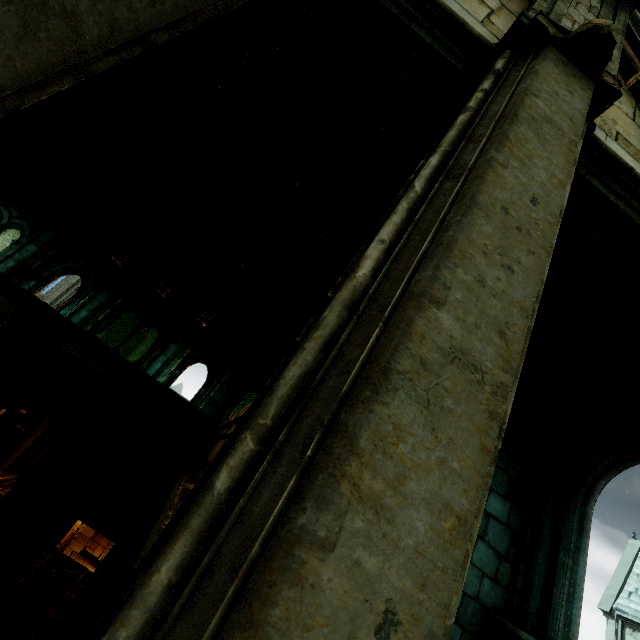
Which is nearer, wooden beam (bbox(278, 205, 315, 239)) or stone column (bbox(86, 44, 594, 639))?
stone column (bbox(86, 44, 594, 639))

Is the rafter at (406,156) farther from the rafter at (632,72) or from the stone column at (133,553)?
the stone column at (133,553)

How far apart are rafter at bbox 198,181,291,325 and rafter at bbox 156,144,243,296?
1.6m

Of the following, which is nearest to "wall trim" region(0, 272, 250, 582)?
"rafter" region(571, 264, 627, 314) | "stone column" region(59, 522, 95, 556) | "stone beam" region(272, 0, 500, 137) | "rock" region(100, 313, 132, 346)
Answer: "stone beam" region(272, 0, 500, 137)

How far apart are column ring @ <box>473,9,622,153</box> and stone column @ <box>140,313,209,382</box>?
12.8 meters

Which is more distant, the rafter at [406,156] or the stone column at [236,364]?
the stone column at [236,364]

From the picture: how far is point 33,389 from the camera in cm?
734

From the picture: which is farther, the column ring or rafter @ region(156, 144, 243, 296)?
rafter @ region(156, 144, 243, 296)
